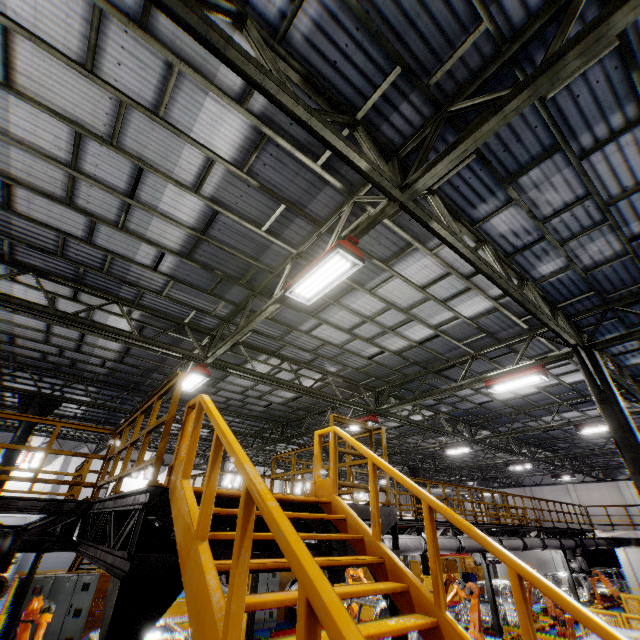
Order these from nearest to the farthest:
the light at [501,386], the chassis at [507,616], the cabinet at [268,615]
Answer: the light at [501,386], the chassis at [507,616], the cabinet at [268,615]

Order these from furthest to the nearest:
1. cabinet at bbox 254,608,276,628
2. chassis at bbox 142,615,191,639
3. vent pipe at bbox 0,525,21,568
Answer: cabinet at bbox 254,608,276,628, chassis at bbox 142,615,191,639, vent pipe at bbox 0,525,21,568

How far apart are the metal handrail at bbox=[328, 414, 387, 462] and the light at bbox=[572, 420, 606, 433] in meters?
13.2

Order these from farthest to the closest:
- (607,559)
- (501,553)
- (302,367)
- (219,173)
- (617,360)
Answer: (607,559) → (302,367) → (617,360) → (219,173) → (501,553)

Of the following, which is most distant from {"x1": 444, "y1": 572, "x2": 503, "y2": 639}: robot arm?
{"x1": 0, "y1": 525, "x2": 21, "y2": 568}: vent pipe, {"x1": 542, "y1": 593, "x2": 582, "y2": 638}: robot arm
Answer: {"x1": 0, "y1": 525, "x2": 21, "y2": 568}: vent pipe

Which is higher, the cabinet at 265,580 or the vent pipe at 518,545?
the vent pipe at 518,545

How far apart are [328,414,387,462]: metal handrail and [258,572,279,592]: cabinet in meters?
13.6 m

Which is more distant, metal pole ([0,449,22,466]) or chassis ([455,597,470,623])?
chassis ([455,597,470,623])
